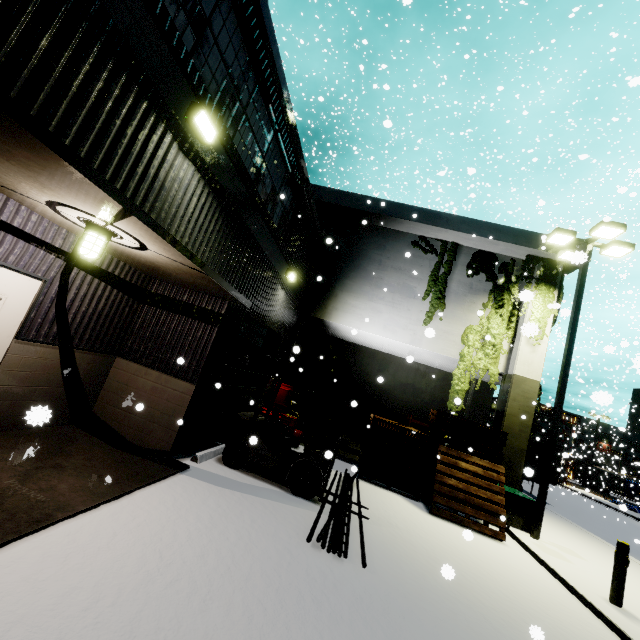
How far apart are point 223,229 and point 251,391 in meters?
5.8 m

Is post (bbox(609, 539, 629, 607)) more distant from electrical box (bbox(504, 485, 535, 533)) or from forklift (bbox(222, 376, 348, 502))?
forklift (bbox(222, 376, 348, 502))

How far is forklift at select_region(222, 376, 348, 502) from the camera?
6.9m

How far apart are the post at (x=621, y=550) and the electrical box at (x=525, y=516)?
3.3 meters

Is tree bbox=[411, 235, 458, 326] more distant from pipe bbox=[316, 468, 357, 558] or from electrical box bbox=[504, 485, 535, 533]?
pipe bbox=[316, 468, 357, 558]

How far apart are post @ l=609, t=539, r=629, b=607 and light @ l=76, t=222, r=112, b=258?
10.9m

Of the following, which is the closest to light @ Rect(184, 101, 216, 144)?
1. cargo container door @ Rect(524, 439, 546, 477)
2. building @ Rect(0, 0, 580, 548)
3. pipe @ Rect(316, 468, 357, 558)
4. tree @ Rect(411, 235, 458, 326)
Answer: building @ Rect(0, 0, 580, 548)

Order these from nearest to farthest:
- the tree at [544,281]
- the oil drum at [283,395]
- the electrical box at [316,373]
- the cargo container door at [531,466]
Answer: the oil drum at [283,395] → the tree at [544,281] → the electrical box at [316,373] → the cargo container door at [531,466]
